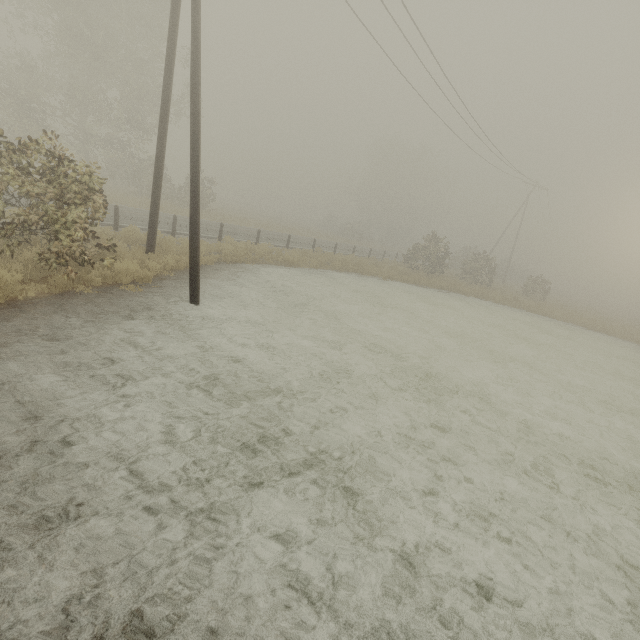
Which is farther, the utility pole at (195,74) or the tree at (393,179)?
the tree at (393,179)

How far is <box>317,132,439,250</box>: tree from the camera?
52.1m

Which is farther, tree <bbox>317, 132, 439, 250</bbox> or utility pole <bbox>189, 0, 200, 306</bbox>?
tree <bbox>317, 132, 439, 250</bbox>

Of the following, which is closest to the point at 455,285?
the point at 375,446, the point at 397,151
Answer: the point at 375,446

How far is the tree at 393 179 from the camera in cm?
5212
